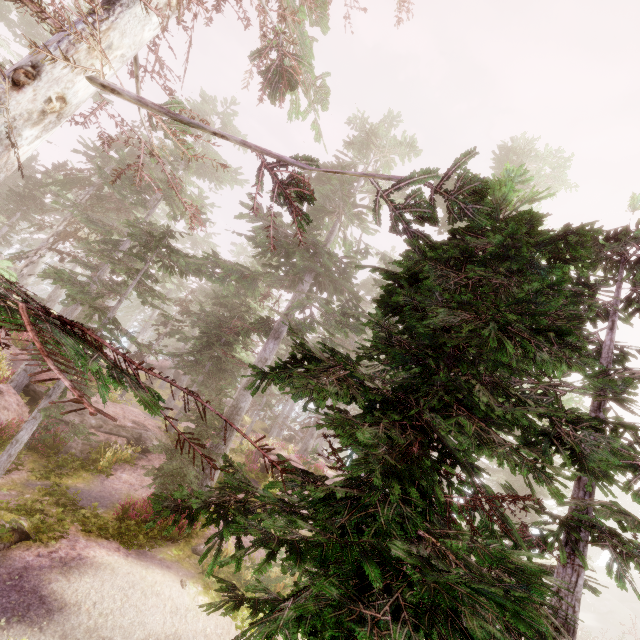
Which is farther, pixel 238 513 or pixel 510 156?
pixel 510 156

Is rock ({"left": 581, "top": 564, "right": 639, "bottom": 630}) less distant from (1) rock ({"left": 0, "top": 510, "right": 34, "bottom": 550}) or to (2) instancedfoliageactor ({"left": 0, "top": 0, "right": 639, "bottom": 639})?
(2) instancedfoliageactor ({"left": 0, "top": 0, "right": 639, "bottom": 639})

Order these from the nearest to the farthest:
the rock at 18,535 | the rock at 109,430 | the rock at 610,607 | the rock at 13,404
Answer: the rock at 18,535 → the rock at 13,404 → the rock at 109,430 → the rock at 610,607

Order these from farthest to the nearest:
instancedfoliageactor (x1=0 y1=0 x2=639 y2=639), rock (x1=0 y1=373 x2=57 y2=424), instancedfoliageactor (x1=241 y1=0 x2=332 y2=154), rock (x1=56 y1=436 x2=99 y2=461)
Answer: rock (x1=56 y1=436 x2=99 y2=461), rock (x1=0 y1=373 x2=57 y2=424), instancedfoliageactor (x1=241 y1=0 x2=332 y2=154), instancedfoliageactor (x1=0 y1=0 x2=639 y2=639)

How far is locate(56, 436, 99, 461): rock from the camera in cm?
1423

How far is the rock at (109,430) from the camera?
16.0m

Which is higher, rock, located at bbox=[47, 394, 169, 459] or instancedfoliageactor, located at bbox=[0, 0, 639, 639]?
instancedfoliageactor, located at bbox=[0, 0, 639, 639]

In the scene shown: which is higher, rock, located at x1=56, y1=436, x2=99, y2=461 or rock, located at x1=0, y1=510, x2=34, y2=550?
rock, located at x1=56, y1=436, x2=99, y2=461
